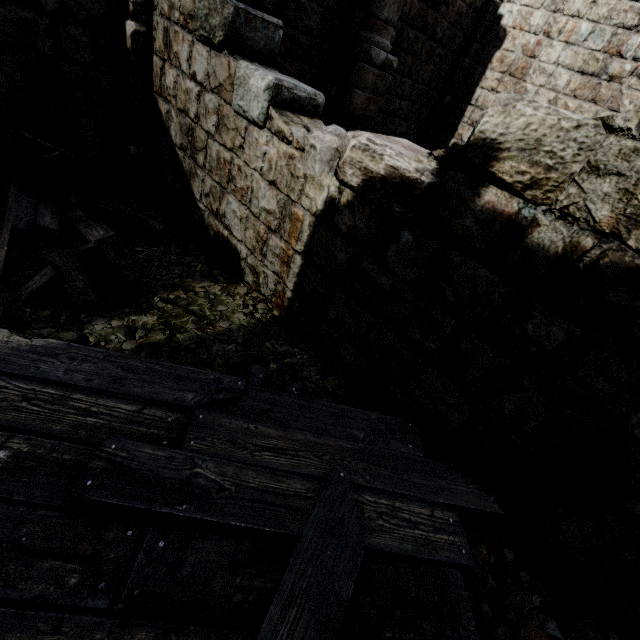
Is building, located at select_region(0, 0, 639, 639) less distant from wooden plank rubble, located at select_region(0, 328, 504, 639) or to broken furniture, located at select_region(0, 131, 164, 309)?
wooden plank rubble, located at select_region(0, 328, 504, 639)

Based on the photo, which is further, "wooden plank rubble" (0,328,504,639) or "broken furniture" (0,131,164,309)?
"broken furniture" (0,131,164,309)

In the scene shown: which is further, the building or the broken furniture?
the broken furniture

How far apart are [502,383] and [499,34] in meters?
11.6

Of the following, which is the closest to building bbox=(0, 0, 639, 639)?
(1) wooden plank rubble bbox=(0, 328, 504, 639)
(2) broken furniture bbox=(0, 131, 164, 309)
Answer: (1) wooden plank rubble bbox=(0, 328, 504, 639)

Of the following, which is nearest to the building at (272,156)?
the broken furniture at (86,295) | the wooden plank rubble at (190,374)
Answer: the wooden plank rubble at (190,374)

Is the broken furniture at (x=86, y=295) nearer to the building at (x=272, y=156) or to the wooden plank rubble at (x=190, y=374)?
the wooden plank rubble at (x=190, y=374)
